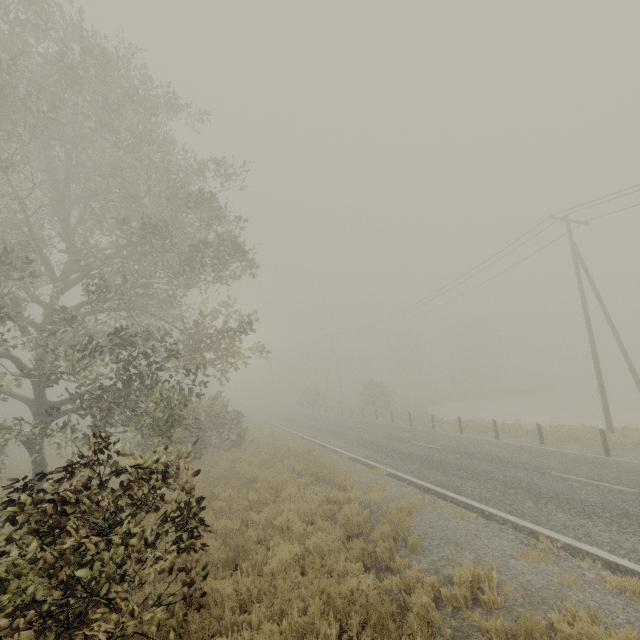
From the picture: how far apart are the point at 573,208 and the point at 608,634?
19.70m

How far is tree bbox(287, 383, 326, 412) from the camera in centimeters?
5019cm

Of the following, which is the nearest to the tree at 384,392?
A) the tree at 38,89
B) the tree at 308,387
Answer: the tree at 308,387

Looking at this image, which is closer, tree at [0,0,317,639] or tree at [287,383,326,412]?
tree at [0,0,317,639]

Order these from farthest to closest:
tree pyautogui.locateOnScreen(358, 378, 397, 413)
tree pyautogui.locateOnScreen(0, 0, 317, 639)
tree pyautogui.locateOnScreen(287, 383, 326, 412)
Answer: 1. tree pyautogui.locateOnScreen(287, 383, 326, 412)
2. tree pyautogui.locateOnScreen(358, 378, 397, 413)
3. tree pyautogui.locateOnScreen(0, 0, 317, 639)

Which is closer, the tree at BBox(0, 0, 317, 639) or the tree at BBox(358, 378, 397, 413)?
the tree at BBox(0, 0, 317, 639)

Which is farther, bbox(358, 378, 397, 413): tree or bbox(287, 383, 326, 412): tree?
bbox(287, 383, 326, 412): tree
